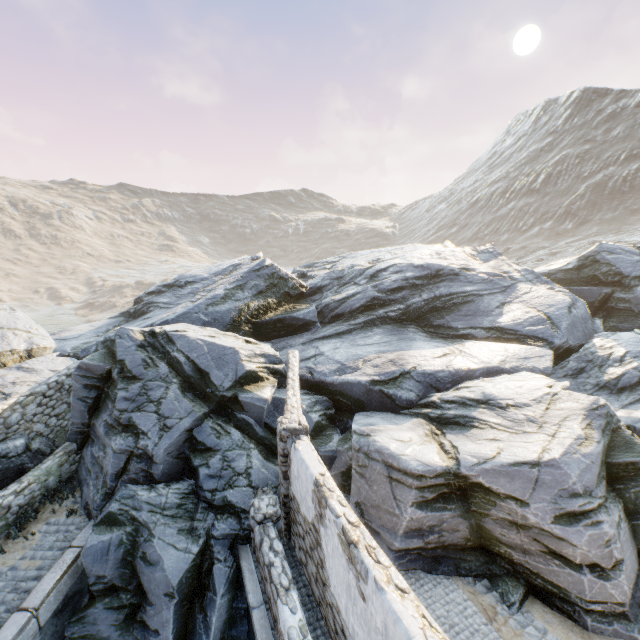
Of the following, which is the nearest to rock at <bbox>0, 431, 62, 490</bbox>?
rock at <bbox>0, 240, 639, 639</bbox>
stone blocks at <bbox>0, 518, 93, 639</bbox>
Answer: stone blocks at <bbox>0, 518, 93, 639</bbox>

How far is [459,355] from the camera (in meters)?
12.54

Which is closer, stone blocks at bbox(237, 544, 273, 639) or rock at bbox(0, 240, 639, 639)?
stone blocks at bbox(237, 544, 273, 639)

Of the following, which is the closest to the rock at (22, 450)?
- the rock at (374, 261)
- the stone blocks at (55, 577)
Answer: the stone blocks at (55, 577)

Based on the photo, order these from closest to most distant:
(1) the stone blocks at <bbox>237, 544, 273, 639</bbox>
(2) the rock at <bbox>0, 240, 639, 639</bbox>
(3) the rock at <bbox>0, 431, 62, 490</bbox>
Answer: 1. (1) the stone blocks at <bbox>237, 544, 273, 639</bbox>
2. (2) the rock at <bbox>0, 240, 639, 639</bbox>
3. (3) the rock at <bbox>0, 431, 62, 490</bbox>

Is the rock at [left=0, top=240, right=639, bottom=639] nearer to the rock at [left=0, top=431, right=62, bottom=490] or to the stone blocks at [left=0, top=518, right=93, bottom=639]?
the stone blocks at [left=0, top=518, right=93, bottom=639]

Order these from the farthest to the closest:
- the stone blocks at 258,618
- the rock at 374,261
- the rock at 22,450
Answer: the rock at 22,450
the rock at 374,261
the stone blocks at 258,618

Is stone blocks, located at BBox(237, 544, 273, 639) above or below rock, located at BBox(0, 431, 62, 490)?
below
